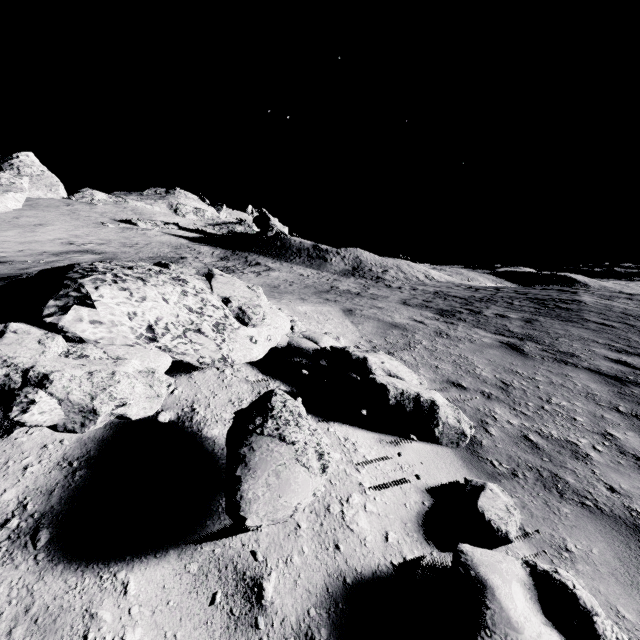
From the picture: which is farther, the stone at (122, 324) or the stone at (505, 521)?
the stone at (505, 521)

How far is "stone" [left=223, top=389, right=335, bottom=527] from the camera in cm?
176

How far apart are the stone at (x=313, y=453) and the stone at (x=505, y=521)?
0.8m

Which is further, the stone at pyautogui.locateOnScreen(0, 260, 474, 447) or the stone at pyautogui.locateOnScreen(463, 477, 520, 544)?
the stone at pyautogui.locateOnScreen(463, 477, 520, 544)

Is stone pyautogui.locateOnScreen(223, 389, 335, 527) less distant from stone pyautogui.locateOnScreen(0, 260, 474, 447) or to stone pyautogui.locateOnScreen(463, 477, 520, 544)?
stone pyautogui.locateOnScreen(0, 260, 474, 447)

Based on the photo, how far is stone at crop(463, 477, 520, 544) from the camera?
2.15m

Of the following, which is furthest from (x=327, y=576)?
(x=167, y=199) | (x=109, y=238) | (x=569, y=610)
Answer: (x=167, y=199)

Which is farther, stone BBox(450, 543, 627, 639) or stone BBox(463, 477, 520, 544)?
stone BBox(463, 477, 520, 544)
